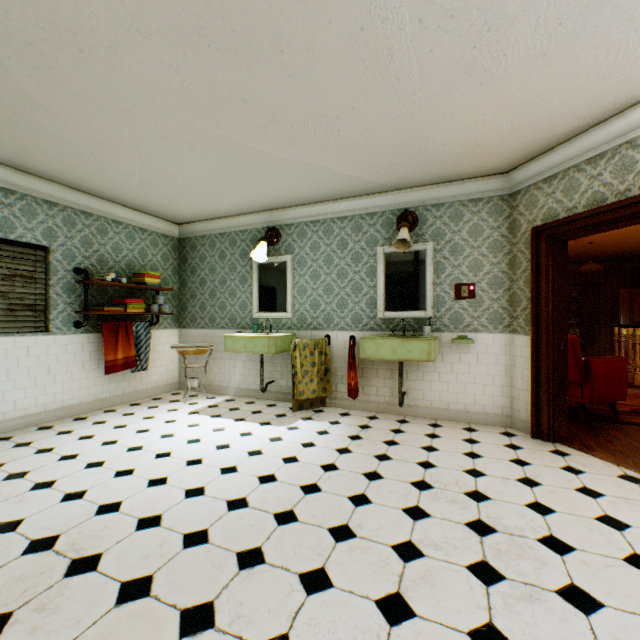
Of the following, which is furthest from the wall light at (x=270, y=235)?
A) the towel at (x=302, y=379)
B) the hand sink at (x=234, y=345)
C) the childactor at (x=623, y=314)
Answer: the childactor at (x=623, y=314)

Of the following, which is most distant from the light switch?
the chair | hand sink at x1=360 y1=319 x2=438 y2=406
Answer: the chair

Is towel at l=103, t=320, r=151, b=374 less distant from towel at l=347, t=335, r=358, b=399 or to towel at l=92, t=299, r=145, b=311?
towel at l=92, t=299, r=145, b=311

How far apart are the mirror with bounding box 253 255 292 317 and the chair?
3.5m

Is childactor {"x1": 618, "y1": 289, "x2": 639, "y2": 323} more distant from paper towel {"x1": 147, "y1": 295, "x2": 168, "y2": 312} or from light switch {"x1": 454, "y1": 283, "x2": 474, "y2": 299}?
paper towel {"x1": 147, "y1": 295, "x2": 168, "y2": 312}

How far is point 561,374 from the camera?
3.58m

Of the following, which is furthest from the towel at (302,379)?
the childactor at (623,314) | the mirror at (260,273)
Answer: the childactor at (623,314)

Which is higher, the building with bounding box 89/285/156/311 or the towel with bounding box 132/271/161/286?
the towel with bounding box 132/271/161/286
